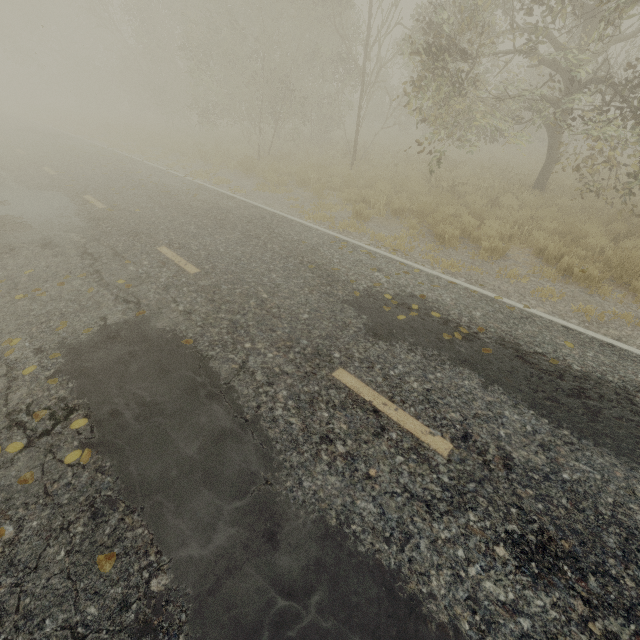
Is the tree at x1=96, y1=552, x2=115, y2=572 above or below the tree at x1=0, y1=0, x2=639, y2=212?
below

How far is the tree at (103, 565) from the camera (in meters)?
2.34

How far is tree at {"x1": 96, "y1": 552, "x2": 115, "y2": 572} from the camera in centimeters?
234cm

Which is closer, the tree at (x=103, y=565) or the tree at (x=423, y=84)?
the tree at (x=103, y=565)

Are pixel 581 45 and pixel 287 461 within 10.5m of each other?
no

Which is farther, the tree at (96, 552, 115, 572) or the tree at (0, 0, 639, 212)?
the tree at (0, 0, 639, 212)
